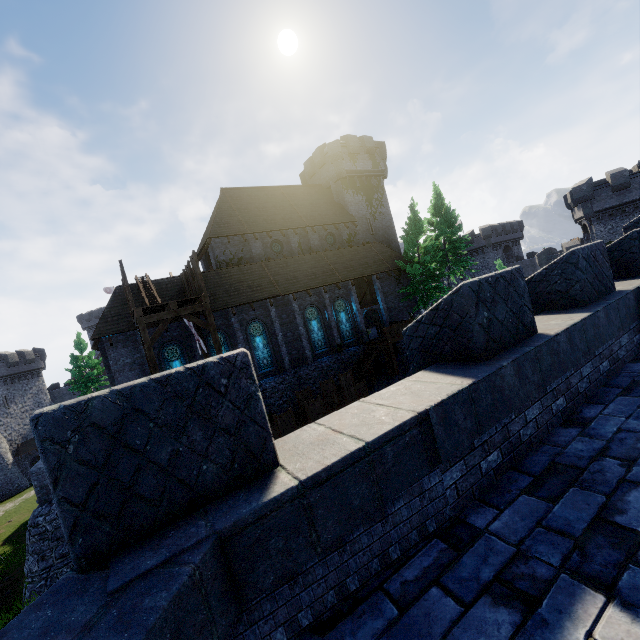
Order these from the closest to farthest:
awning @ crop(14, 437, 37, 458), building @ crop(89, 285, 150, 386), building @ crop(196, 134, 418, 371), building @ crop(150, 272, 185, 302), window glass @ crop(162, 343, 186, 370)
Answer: building @ crop(89, 285, 150, 386), window glass @ crop(162, 343, 186, 370), building @ crop(150, 272, 185, 302), building @ crop(196, 134, 418, 371), awning @ crop(14, 437, 37, 458)

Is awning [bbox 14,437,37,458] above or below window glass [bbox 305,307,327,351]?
below

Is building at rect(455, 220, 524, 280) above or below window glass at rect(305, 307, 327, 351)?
above

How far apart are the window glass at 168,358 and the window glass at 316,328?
9.5 meters

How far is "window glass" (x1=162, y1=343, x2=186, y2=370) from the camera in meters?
21.1 m

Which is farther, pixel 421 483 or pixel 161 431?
pixel 421 483

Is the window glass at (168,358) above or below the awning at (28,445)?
above

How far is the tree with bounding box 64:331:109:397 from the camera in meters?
33.2
